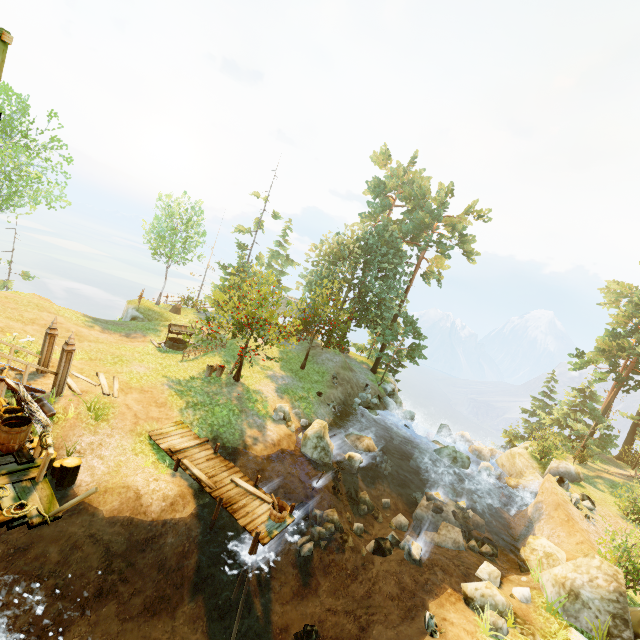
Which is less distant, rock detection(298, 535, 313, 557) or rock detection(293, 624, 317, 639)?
rock detection(293, 624, 317, 639)

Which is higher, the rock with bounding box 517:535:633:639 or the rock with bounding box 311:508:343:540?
the rock with bounding box 517:535:633:639

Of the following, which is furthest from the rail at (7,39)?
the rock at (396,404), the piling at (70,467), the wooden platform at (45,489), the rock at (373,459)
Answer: the rock at (396,404)

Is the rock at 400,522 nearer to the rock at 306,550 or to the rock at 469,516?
the rock at 469,516

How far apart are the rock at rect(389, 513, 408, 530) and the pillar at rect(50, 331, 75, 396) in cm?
1635

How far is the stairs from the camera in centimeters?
1120cm

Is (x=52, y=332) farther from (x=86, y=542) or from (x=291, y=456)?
(x=291, y=456)

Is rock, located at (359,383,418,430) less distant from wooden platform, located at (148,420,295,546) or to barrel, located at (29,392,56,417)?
wooden platform, located at (148,420,295,546)
